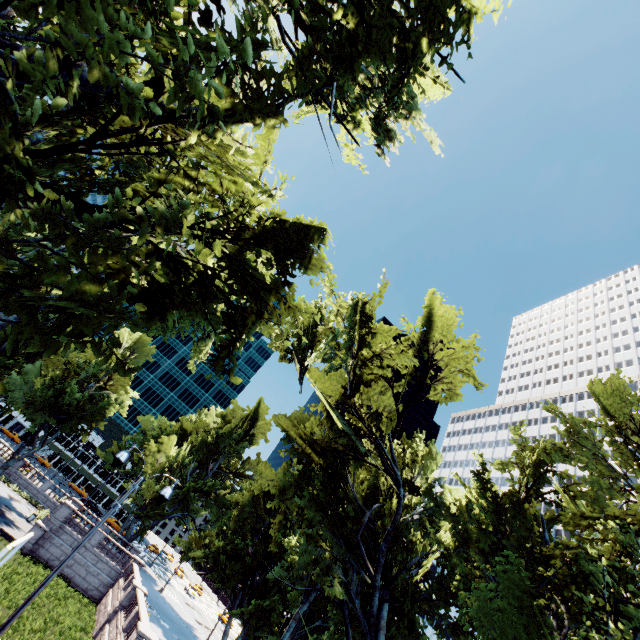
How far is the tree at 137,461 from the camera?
53.97m

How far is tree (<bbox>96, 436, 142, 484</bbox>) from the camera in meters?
54.0

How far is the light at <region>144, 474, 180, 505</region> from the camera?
10.37m

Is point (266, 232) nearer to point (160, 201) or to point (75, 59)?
point (160, 201)

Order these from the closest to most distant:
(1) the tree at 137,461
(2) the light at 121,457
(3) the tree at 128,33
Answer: (3) the tree at 128,33, (2) the light at 121,457, (1) the tree at 137,461

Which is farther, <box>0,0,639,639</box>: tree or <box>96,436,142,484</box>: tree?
<box>96,436,142,484</box>: tree

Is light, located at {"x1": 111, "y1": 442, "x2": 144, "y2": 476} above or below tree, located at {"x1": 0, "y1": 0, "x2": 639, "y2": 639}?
below
